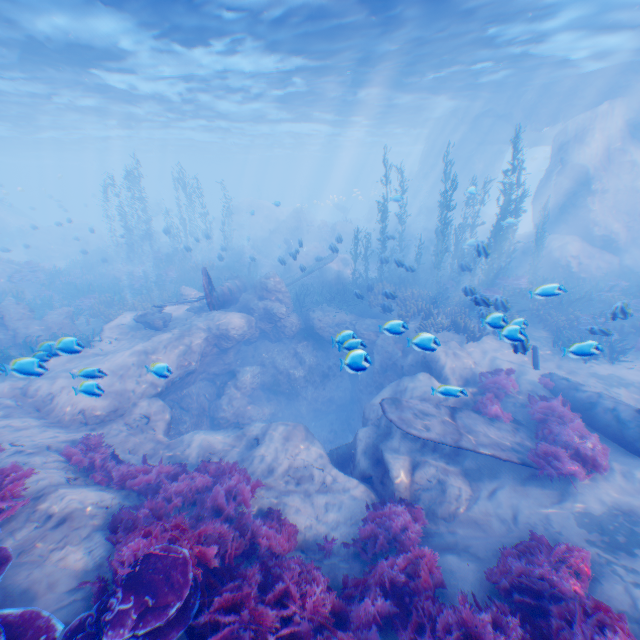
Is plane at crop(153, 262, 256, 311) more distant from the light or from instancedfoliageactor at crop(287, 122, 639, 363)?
the light

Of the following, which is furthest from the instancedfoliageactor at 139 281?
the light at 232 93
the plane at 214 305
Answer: the light at 232 93

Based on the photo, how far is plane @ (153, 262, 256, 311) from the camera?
12.7 meters

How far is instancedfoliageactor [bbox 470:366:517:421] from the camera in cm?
929

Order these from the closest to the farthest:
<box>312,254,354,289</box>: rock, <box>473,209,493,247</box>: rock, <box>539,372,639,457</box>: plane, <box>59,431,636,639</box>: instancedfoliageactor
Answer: <box>59,431,636,639</box>: instancedfoliageactor → <box>539,372,639,457</box>: plane → <box>473,209,493,247</box>: rock → <box>312,254,354,289</box>: rock

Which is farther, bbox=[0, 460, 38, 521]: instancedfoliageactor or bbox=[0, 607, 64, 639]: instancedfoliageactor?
bbox=[0, 460, 38, 521]: instancedfoliageactor

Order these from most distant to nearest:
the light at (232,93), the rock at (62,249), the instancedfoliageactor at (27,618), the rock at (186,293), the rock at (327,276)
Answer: the rock at (62,249) < the rock at (327,276) < the rock at (186,293) < the light at (232,93) < the instancedfoliageactor at (27,618)

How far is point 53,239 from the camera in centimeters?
3456cm
